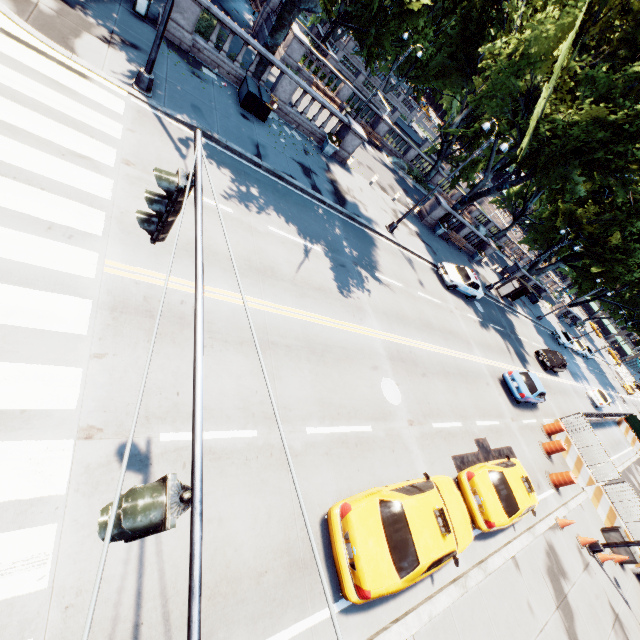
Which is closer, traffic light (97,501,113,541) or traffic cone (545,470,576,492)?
traffic light (97,501,113,541)

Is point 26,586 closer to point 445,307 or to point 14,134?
point 14,134

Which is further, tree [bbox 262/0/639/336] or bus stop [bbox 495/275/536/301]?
bus stop [bbox 495/275/536/301]

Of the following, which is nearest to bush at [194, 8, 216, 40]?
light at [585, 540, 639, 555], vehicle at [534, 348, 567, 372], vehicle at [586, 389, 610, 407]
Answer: light at [585, 540, 639, 555]

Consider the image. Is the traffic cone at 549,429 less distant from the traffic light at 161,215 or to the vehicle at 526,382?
the vehicle at 526,382

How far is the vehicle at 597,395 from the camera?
34.4m

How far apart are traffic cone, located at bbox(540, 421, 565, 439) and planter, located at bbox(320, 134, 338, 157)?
21.34m

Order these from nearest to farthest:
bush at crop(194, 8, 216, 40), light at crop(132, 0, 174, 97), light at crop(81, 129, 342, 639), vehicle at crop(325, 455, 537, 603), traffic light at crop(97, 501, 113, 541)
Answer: light at crop(81, 129, 342, 639), traffic light at crop(97, 501, 113, 541), vehicle at crop(325, 455, 537, 603), light at crop(132, 0, 174, 97), bush at crop(194, 8, 216, 40)
